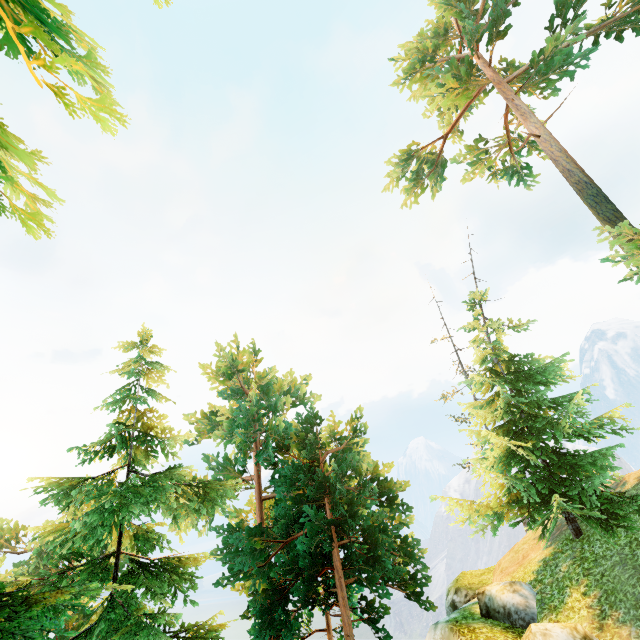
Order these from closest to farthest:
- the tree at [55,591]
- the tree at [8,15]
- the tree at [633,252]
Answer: the tree at [8,15] → the tree at [55,591] → the tree at [633,252]

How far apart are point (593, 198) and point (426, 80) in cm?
1722

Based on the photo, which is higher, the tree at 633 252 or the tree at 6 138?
the tree at 633 252

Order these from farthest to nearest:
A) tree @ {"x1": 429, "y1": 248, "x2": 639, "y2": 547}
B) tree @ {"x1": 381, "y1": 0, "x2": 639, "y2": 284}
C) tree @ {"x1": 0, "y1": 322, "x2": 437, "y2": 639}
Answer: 1. tree @ {"x1": 381, "y1": 0, "x2": 639, "y2": 284}
2. tree @ {"x1": 429, "y1": 248, "x2": 639, "y2": 547}
3. tree @ {"x1": 0, "y1": 322, "x2": 437, "y2": 639}

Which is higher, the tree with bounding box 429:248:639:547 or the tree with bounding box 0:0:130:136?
the tree with bounding box 0:0:130:136

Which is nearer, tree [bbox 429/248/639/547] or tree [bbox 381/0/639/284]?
tree [bbox 429/248/639/547]
